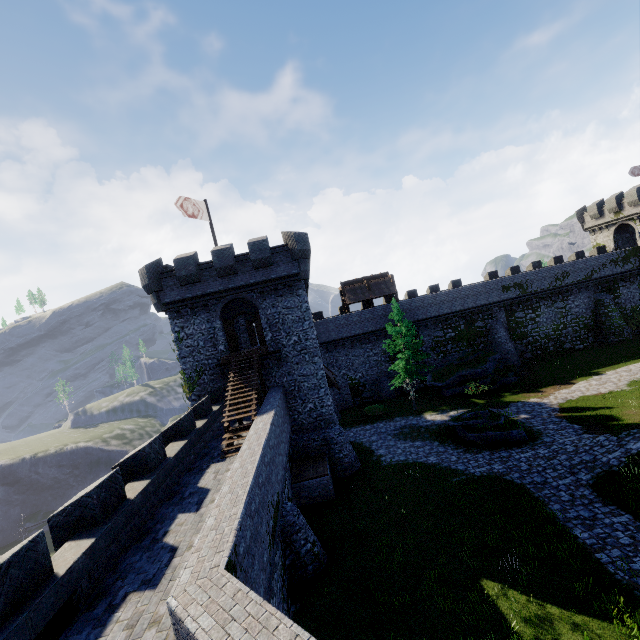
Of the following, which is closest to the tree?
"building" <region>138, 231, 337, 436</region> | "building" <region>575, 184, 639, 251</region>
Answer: "building" <region>138, 231, 337, 436</region>

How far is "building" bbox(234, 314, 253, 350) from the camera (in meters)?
30.34

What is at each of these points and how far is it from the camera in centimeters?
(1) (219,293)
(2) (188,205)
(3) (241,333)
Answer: (1) building, 2219cm
(2) flag, 2130cm
(3) building, 3036cm

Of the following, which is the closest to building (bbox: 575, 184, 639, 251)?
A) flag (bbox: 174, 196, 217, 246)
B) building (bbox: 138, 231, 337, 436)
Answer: building (bbox: 138, 231, 337, 436)

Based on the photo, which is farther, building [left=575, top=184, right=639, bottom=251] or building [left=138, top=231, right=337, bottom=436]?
building [left=575, top=184, right=639, bottom=251]

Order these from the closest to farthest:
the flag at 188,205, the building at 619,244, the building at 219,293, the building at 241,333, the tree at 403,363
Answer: the flag at 188,205 < the building at 219,293 < the tree at 403,363 < the building at 241,333 < the building at 619,244

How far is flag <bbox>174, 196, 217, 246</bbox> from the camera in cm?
2073

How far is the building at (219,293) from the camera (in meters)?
21.77
